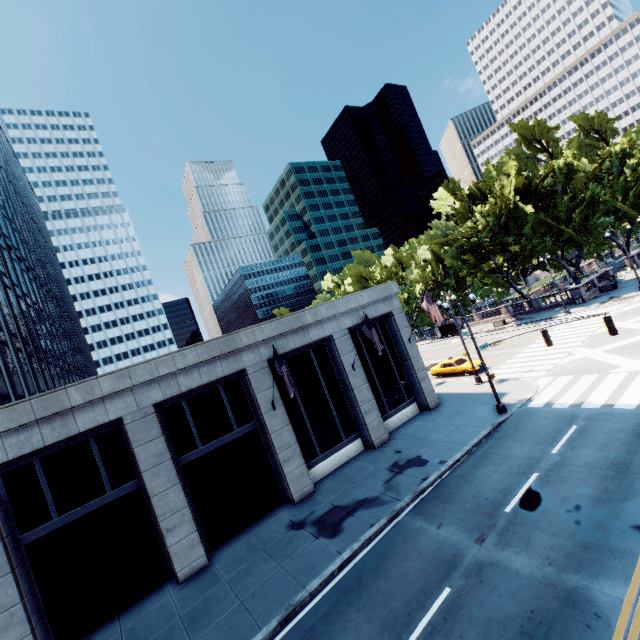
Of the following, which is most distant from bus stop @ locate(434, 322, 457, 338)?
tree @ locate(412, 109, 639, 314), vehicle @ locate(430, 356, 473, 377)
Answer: vehicle @ locate(430, 356, 473, 377)

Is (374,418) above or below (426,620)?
above

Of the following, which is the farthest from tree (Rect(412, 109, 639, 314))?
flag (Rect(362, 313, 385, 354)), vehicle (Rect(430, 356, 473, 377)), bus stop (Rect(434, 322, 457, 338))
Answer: flag (Rect(362, 313, 385, 354))

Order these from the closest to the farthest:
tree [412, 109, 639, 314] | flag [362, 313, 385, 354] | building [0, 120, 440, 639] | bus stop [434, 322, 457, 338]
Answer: building [0, 120, 440, 639], flag [362, 313, 385, 354], tree [412, 109, 639, 314], bus stop [434, 322, 457, 338]

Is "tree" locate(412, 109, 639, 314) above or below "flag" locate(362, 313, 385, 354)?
above

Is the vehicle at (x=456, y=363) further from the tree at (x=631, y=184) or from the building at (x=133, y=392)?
the tree at (x=631, y=184)

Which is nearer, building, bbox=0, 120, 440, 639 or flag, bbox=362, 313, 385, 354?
building, bbox=0, 120, 440, 639

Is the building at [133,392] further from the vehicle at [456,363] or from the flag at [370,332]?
the vehicle at [456,363]
